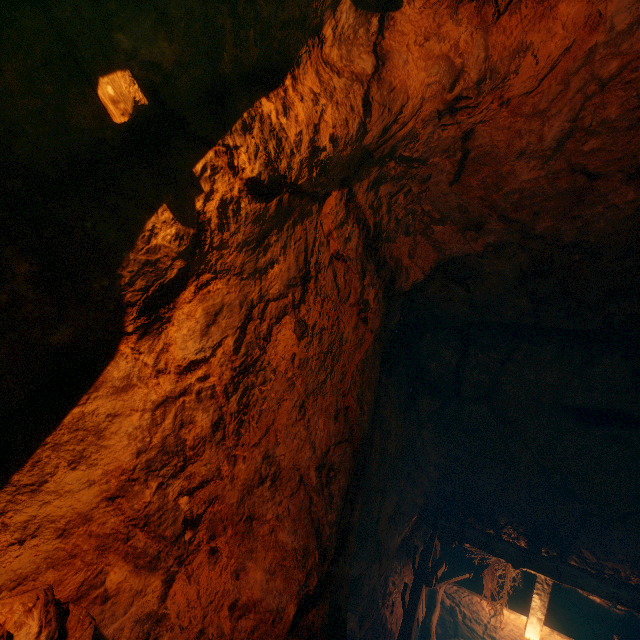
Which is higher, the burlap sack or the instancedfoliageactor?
the burlap sack

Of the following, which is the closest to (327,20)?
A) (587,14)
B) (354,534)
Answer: (587,14)

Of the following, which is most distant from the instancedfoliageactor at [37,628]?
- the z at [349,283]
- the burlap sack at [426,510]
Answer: the burlap sack at [426,510]

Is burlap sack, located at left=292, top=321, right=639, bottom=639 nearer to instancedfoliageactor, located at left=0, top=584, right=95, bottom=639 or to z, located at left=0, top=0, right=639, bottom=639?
z, located at left=0, top=0, right=639, bottom=639

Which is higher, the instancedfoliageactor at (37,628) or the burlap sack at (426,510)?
the burlap sack at (426,510)

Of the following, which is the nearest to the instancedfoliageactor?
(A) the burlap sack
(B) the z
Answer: (B) the z
